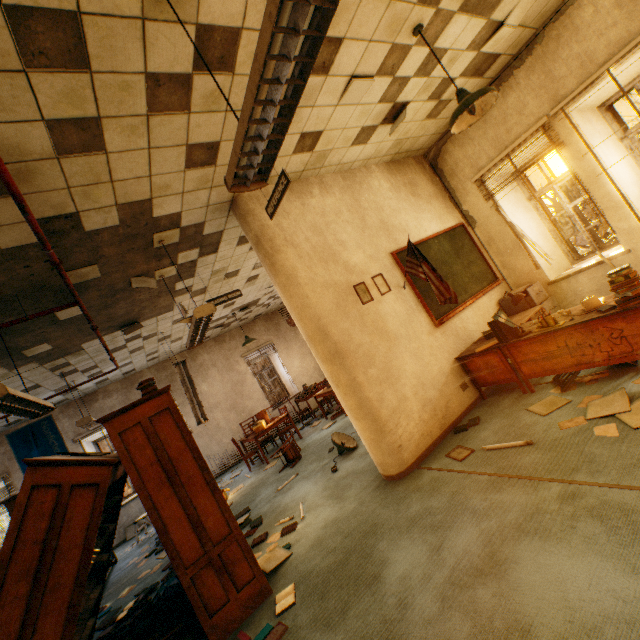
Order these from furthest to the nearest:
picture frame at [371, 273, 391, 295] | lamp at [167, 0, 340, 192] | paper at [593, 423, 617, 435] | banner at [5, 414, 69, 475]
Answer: banner at [5, 414, 69, 475], picture frame at [371, 273, 391, 295], paper at [593, 423, 617, 435], lamp at [167, 0, 340, 192]

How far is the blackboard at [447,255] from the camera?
4.80m

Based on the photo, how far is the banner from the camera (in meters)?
8.11

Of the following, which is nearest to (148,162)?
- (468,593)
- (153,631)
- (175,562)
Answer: (175,562)

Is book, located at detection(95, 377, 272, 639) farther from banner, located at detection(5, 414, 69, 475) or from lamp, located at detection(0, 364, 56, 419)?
banner, located at detection(5, 414, 69, 475)

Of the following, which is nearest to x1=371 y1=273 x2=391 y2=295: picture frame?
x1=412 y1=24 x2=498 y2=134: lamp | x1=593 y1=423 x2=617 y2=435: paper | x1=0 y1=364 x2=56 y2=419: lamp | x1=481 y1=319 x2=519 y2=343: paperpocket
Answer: x1=481 y1=319 x2=519 y2=343: paperpocket

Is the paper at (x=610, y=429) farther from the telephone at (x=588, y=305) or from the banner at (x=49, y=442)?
the banner at (x=49, y=442)

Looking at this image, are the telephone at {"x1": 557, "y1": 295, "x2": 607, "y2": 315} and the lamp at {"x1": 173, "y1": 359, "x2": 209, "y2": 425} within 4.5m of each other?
no
